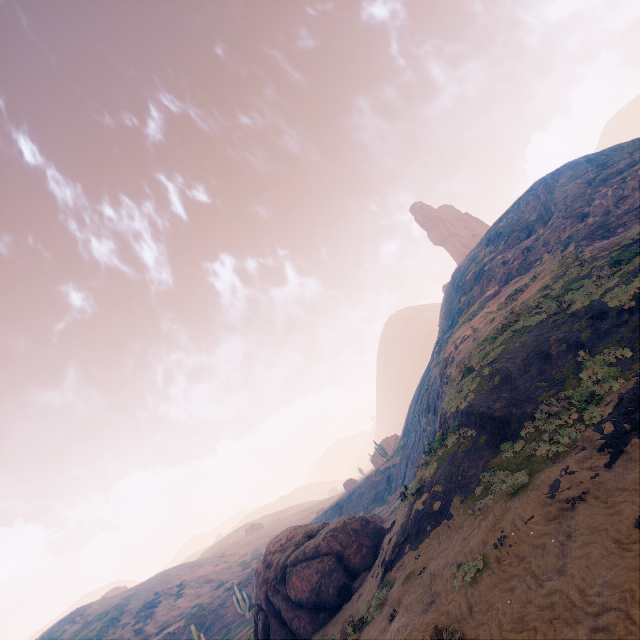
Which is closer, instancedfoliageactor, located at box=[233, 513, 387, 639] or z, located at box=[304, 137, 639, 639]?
z, located at box=[304, 137, 639, 639]

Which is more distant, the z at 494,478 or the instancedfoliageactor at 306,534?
the instancedfoliageactor at 306,534

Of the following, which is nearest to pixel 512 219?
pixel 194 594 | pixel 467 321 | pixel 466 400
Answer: pixel 467 321
